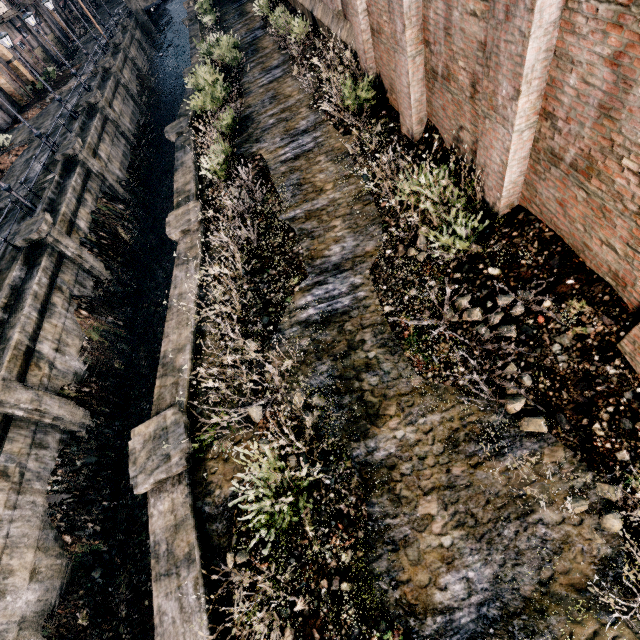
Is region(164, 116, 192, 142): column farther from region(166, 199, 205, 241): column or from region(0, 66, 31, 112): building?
region(0, 66, 31, 112): building

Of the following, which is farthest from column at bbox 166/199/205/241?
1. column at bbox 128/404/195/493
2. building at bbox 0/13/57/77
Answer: building at bbox 0/13/57/77

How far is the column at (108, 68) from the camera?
31.31m

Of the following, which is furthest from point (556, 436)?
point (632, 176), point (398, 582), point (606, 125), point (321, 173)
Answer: point (321, 173)

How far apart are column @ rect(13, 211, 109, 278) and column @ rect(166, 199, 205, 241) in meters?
7.6 m

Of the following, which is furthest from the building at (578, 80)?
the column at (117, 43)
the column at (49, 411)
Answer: the column at (117, 43)

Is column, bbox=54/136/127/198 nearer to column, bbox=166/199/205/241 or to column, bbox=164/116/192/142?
column, bbox=164/116/192/142

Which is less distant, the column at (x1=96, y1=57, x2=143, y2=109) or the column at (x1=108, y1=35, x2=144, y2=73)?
the column at (x1=96, y1=57, x2=143, y2=109)
